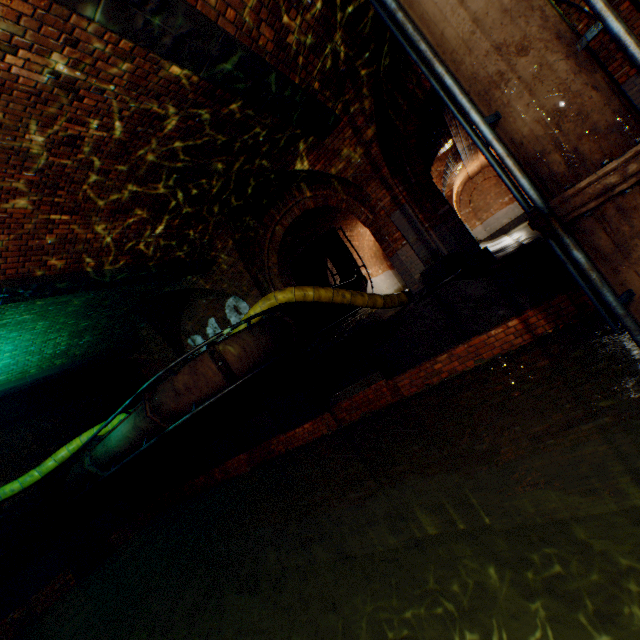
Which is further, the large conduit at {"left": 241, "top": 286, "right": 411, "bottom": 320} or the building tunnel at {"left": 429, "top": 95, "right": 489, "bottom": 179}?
the building tunnel at {"left": 429, "top": 95, "right": 489, "bottom": 179}

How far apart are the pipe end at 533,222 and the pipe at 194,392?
5.3 meters

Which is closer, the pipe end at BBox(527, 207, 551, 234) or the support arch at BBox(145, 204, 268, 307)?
the pipe end at BBox(527, 207, 551, 234)

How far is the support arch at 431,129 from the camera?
10.5m

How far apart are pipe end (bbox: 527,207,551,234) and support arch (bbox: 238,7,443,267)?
3.4 meters

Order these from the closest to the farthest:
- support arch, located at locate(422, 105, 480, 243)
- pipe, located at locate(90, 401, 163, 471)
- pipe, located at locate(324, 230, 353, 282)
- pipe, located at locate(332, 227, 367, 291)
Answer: pipe, located at locate(90, 401, 163, 471)
support arch, located at locate(422, 105, 480, 243)
pipe, located at locate(332, 227, 367, 291)
pipe, located at locate(324, 230, 353, 282)

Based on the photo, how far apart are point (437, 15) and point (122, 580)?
15.2m

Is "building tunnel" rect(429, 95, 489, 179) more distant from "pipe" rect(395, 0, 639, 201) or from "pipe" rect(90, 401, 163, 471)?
"pipe" rect(90, 401, 163, 471)
